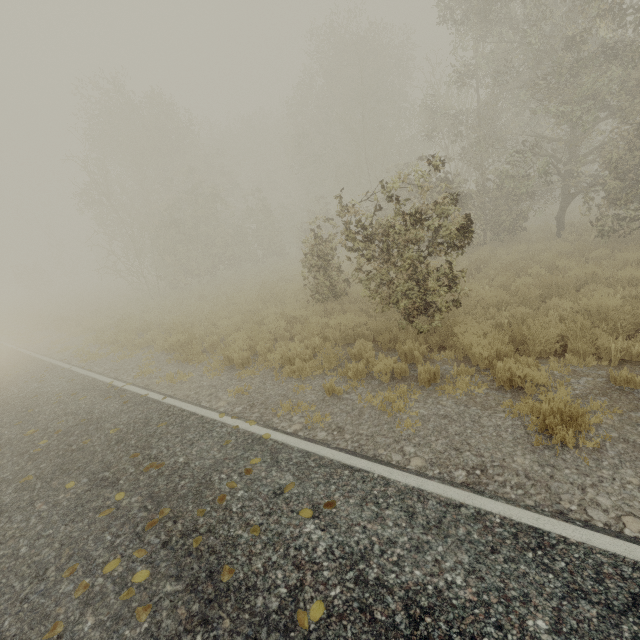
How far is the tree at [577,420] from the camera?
3.84m

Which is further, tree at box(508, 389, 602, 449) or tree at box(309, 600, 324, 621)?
tree at box(508, 389, 602, 449)

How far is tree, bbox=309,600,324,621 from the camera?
2.5m

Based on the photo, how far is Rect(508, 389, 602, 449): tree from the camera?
3.8m

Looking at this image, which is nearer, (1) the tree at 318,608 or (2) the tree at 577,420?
(1) the tree at 318,608

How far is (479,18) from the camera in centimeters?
1145cm
